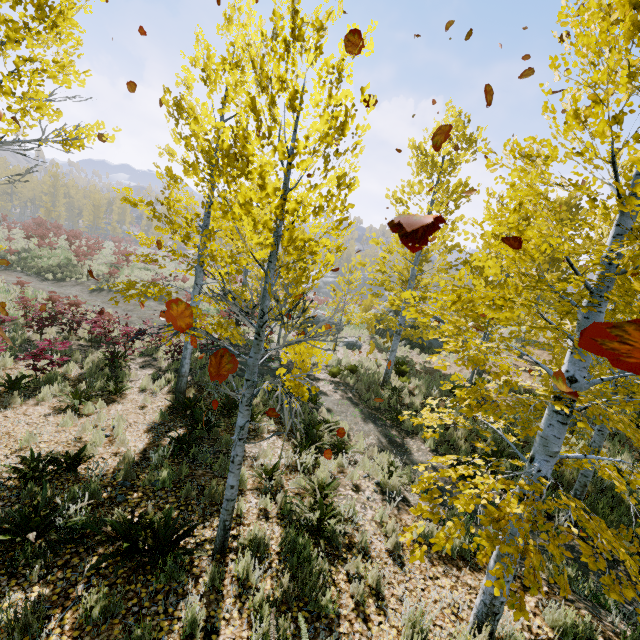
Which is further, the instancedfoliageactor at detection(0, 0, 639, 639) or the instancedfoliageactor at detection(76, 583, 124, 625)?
the instancedfoliageactor at detection(76, 583, 124, 625)

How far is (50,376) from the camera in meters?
9.4

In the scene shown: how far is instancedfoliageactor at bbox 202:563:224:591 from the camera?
3.82m

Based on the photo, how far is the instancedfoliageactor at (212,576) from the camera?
3.8m
